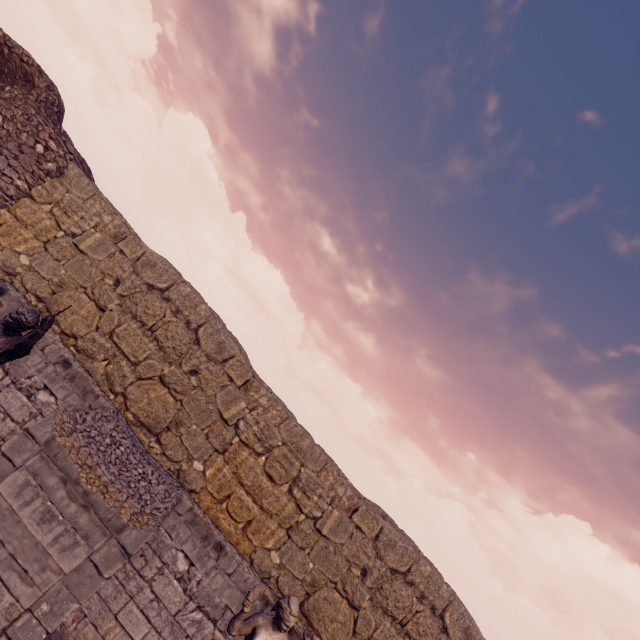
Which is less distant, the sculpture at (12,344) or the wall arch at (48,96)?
the sculpture at (12,344)

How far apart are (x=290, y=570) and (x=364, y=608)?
1.69m

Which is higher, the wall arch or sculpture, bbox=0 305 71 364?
the wall arch

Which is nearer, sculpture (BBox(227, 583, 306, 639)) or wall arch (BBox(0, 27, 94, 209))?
sculpture (BBox(227, 583, 306, 639))

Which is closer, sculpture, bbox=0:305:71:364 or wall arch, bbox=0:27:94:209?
sculpture, bbox=0:305:71:364

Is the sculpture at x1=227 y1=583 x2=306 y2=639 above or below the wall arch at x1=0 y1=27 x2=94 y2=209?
below

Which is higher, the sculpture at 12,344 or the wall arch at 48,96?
the wall arch at 48,96
